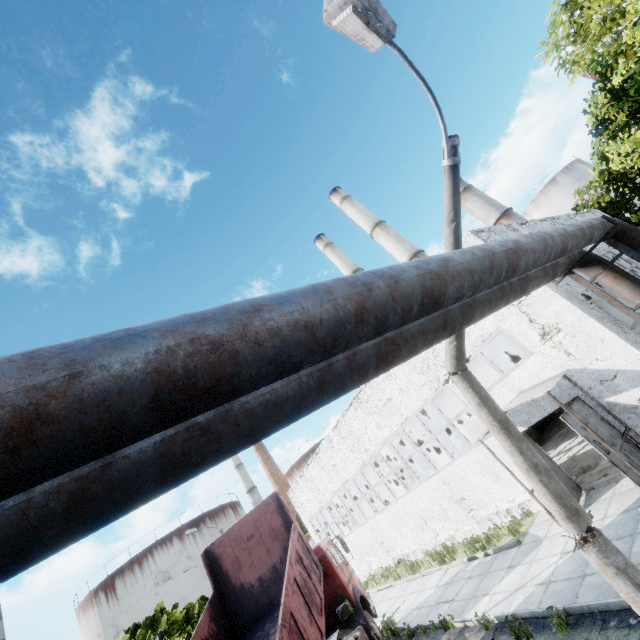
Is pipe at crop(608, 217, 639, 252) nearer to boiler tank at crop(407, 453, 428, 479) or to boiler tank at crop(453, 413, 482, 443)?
boiler tank at crop(453, 413, 482, 443)

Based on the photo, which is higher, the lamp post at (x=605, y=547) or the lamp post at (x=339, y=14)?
the lamp post at (x=339, y=14)

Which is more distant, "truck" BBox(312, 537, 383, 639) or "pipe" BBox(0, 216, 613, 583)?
"truck" BBox(312, 537, 383, 639)

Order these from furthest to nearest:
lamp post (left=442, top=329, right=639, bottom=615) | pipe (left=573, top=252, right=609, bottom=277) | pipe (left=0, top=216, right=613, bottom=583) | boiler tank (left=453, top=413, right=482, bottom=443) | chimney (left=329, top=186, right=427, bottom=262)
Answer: chimney (left=329, top=186, right=427, bottom=262) → boiler tank (left=453, top=413, right=482, bottom=443) → pipe (left=573, top=252, right=609, bottom=277) → lamp post (left=442, top=329, right=639, bottom=615) → pipe (left=0, top=216, right=613, bottom=583)

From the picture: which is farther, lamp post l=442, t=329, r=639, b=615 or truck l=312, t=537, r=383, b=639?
truck l=312, t=537, r=383, b=639

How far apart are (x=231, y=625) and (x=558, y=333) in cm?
1293

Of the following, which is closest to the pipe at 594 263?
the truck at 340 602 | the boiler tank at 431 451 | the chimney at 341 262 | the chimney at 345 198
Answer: the truck at 340 602

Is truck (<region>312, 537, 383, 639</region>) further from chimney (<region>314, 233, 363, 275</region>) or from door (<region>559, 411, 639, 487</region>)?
chimney (<region>314, 233, 363, 275</region>)
